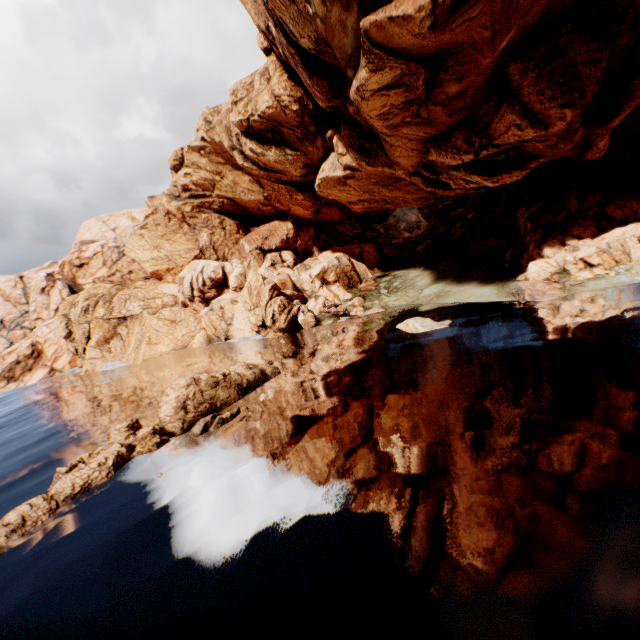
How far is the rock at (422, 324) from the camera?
25.6 meters

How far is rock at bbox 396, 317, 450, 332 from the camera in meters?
25.6 m

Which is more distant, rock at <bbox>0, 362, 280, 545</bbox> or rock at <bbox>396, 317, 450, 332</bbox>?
rock at <bbox>396, 317, 450, 332</bbox>

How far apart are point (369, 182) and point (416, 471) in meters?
35.8

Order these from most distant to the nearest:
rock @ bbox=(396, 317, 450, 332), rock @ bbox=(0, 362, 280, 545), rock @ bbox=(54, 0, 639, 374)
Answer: rock @ bbox=(396, 317, 450, 332) < rock @ bbox=(54, 0, 639, 374) < rock @ bbox=(0, 362, 280, 545)

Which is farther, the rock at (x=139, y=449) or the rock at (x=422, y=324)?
the rock at (x=422, y=324)

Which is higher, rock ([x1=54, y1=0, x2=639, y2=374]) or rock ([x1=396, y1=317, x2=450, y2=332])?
rock ([x1=54, y1=0, x2=639, y2=374])
